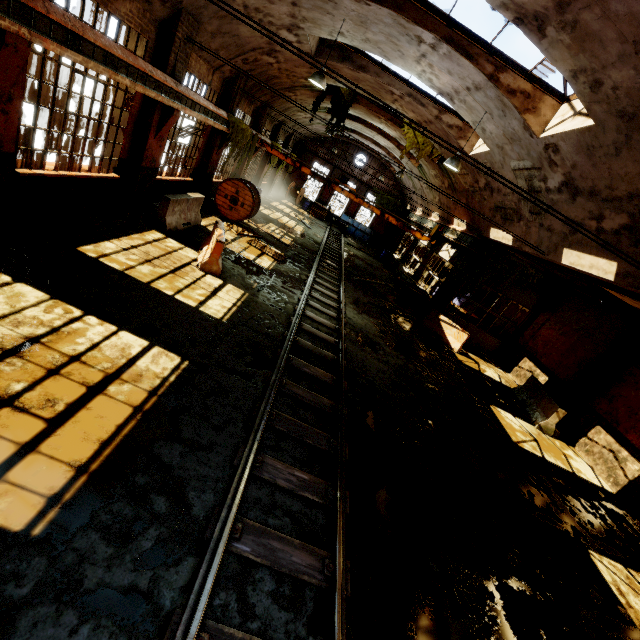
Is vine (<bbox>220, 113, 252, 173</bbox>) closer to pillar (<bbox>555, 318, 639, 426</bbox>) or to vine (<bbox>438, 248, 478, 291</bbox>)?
vine (<bbox>438, 248, 478, 291</bbox>)

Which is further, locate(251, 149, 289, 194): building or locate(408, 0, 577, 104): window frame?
locate(251, 149, 289, 194): building

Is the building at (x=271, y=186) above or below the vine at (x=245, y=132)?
below

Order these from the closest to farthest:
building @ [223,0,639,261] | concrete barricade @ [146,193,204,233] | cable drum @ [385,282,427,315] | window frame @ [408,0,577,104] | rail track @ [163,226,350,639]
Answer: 1. rail track @ [163,226,350,639]
2. building @ [223,0,639,261]
3. window frame @ [408,0,577,104]
4. concrete barricade @ [146,193,204,233]
5. cable drum @ [385,282,427,315]

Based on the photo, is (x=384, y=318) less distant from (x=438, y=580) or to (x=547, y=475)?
(x=547, y=475)

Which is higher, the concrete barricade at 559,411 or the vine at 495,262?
the vine at 495,262

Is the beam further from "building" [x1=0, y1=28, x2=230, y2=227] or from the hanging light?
the hanging light

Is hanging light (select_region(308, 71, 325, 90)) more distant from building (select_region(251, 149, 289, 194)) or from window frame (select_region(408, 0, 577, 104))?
window frame (select_region(408, 0, 577, 104))
